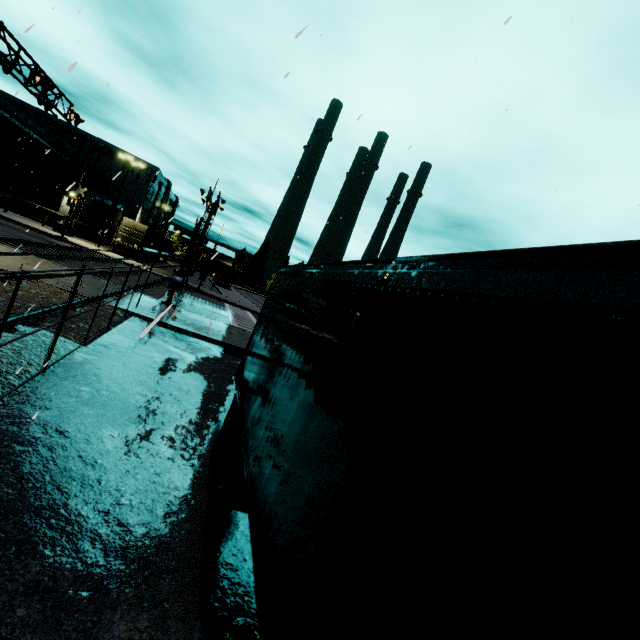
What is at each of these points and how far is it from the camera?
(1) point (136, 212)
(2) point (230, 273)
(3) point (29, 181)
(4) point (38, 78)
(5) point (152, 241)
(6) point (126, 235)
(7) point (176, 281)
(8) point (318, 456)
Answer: (1) building, 59.3m
(2) semi trailer, 53.4m
(3) building, 41.6m
(4) railroad crossing overhang, 15.5m
(5) cargo container, 41.5m
(6) cargo container door, 35.6m
(7) railroad crossing gate, 17.0m
(8) semi trailer, 2.4m

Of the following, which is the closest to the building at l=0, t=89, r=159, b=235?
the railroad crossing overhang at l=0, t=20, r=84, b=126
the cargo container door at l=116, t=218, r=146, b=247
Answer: the cargo container door at l=116, t=218, r=146, b=247

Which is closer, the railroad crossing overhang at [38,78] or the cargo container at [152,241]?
the railroad crossing overhang at [38,78]

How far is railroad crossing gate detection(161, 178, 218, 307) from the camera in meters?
16.9 m

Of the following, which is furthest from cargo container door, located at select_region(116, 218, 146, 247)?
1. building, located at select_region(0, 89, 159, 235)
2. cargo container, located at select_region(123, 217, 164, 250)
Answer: building, located at select_region(0, 89, 159, 235)

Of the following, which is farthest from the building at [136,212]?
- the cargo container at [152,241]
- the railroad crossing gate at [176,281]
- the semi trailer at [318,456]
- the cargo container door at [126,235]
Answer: the railroad crossing gate at [176,281]

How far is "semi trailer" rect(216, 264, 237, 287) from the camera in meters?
53.0 m

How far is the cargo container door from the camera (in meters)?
35.38
